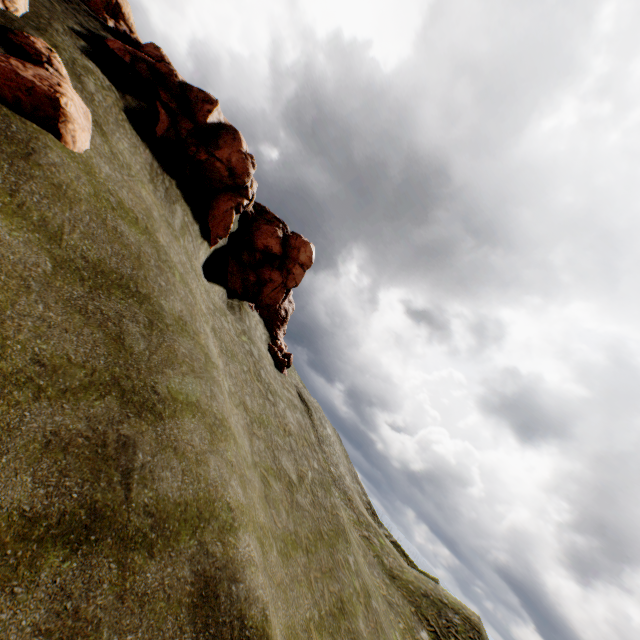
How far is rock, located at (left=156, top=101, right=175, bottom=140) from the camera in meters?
16.7 m

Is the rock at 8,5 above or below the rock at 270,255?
below

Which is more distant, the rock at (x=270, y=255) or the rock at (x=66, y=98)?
the rock at (x=270, y=255)

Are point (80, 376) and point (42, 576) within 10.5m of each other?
yes

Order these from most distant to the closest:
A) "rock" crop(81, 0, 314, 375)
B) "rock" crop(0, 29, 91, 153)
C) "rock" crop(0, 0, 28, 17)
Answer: "rock" crop(81, 0, 314, 375)
"rock" crop(0, 0, 28, 17)
"rock" crop(0, 29, 91, 153)

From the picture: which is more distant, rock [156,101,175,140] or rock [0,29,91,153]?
rock [156,101,175,140]
